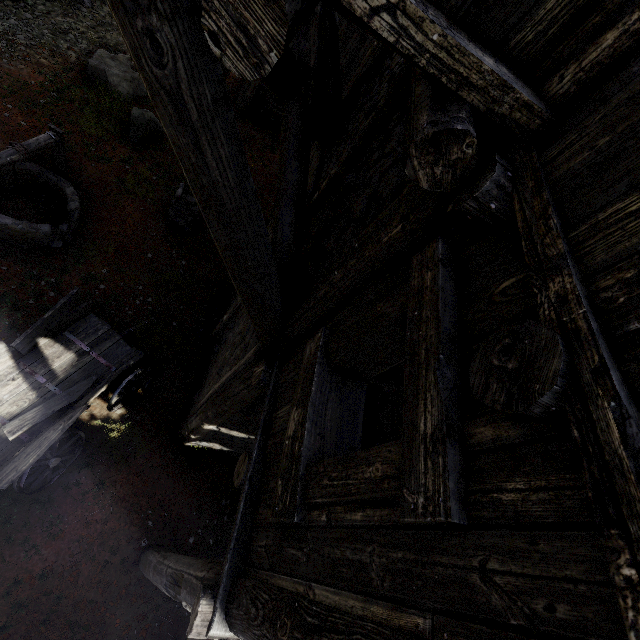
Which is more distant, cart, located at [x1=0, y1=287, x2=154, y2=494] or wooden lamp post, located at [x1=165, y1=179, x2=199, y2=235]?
wooden lamp post, located at [x1=165, y1=179, x2=199, y2=235]

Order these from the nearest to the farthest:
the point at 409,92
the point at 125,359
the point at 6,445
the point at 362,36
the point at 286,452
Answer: the point at 286,452 < the point at 409,92 < the point at 6,445 < the point at 125,359 < the point at 362,36

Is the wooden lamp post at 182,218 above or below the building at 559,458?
below

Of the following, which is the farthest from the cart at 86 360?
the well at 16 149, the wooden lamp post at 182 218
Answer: the wooden lamp post at 182 218

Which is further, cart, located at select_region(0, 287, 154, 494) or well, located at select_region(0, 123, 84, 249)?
well, located at select_region(0, 123, 84, 249)

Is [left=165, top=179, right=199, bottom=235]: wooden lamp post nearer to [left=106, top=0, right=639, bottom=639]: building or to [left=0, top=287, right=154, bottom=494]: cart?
[left=106, top=0, right=639, bottom=639]: building

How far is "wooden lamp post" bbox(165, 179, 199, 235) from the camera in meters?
8.8 m

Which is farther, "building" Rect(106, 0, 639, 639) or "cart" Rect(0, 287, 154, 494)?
"cart" Rect(0, 287, 154, 494)
